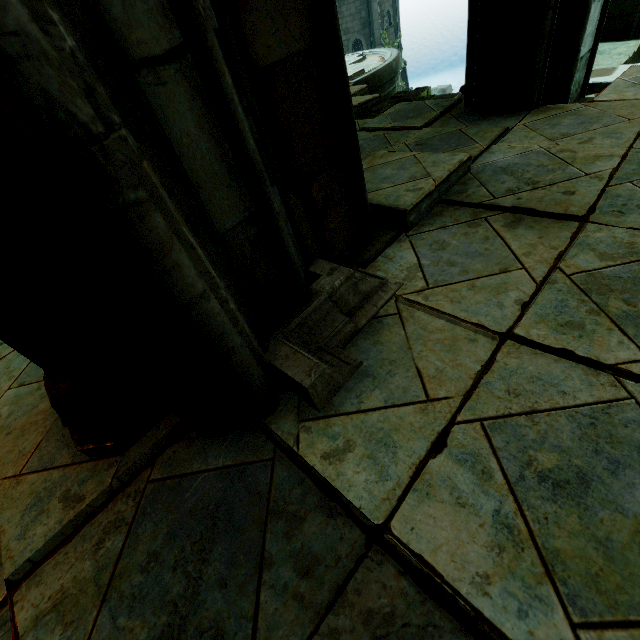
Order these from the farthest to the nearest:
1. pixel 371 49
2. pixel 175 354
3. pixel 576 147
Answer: pixel 371 49
pixel 576 147
pixel 175 354

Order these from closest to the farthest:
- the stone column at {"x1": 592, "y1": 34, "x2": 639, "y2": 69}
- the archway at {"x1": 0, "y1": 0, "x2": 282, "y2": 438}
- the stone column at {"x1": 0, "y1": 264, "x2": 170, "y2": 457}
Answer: the archway at {"x1": 0, "y1": 0, "x2": 282, "y2": 438} < the stone column at {"x1": 0, "y1": 264, "x2": 170, "y2": 457} < the stone column at {"x1": 592, "y1": 34, "x2": 639, "y2": 69}

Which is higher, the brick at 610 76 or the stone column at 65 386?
the stone column at 65 386

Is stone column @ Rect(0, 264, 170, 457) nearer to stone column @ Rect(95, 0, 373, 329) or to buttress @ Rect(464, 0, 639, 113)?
stone column @ Rect(95, 0, 373, 329)

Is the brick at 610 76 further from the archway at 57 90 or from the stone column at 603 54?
the archway at 57 90

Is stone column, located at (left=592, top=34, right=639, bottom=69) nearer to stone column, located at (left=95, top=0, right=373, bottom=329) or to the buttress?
the buttress

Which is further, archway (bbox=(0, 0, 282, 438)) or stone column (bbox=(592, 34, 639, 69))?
stone column (bbox=(592, 34, 639, 69))

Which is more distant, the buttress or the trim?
the buttress
